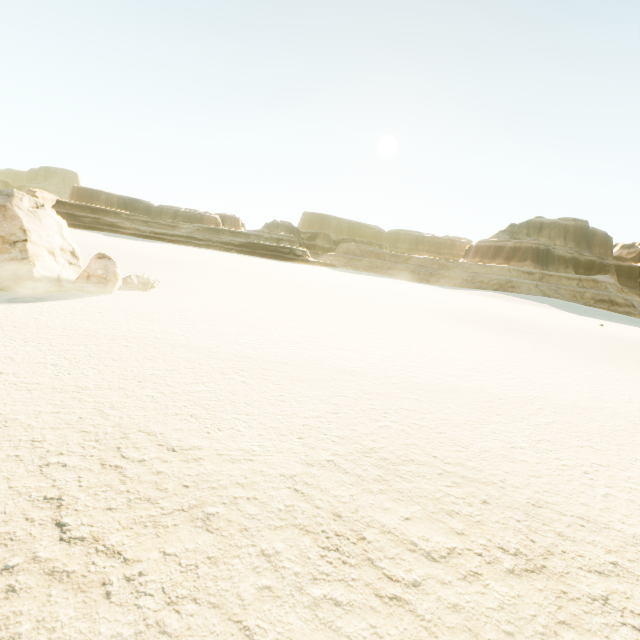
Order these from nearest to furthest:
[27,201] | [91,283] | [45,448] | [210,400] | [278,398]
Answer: [45,448]
[210,400]
[278,398]
[27,201]
[91,283]
